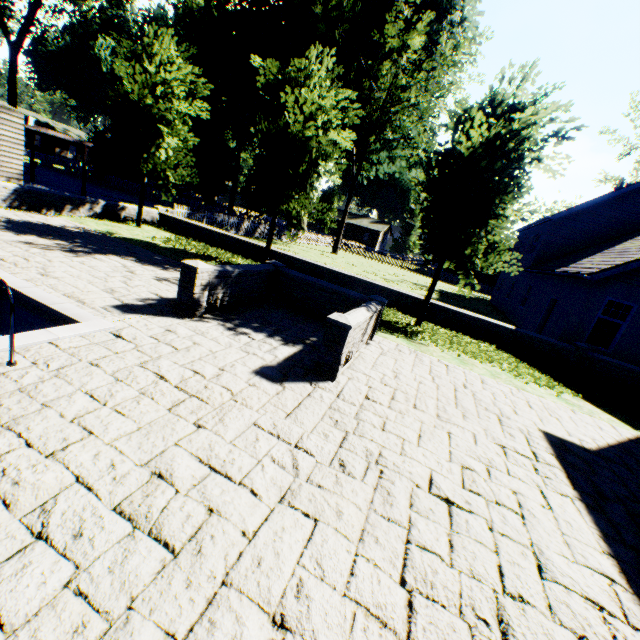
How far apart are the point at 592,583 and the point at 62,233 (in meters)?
13.74

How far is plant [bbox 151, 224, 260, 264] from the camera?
12.8m

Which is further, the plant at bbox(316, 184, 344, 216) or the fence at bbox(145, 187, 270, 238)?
the plant at bbox(316, 184, 344, 216)

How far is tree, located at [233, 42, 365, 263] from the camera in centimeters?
1047cm

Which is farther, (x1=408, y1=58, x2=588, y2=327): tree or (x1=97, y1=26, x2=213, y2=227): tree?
(x1=97, y1=26, x2=213, y2=227): tree

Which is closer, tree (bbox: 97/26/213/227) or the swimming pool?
the swimming pool

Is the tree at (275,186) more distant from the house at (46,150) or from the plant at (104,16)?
the house at (46,150)

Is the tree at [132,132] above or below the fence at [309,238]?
above
